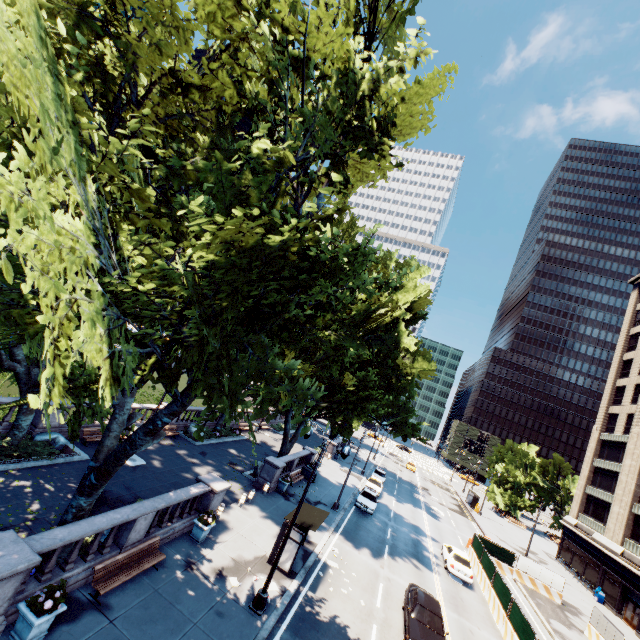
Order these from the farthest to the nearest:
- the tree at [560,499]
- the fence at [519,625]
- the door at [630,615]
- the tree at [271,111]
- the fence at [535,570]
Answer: the tree at [560,499]
the door at [630,615]
the fence at [535,570]
the fence at [519,625]
the tree at [271,111]

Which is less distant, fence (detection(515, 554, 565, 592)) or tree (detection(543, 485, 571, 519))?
fence (detection(515, 554, 565, 592))

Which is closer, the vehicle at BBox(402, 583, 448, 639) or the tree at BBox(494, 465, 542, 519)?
the vehicle at BBox(402, 583, 448, 639)

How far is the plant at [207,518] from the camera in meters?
15.3 m

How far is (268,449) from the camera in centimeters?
3609cm

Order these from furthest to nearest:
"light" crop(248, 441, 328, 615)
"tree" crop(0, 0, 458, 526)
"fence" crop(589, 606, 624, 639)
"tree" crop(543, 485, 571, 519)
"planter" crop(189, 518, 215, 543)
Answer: "tree" crop(543, 485, 571, 519), "fence" crop(589, 606, 624, 639), "planter" crop(189, 518, 215, 543), "light" crop(248, 441, 328, 615), "tree" crop(0, 0, 458, 526)

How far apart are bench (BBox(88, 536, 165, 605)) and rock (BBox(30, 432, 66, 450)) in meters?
9.2 m

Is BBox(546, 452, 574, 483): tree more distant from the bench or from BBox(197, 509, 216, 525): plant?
BBox(197, 509, 216, 525): plant
